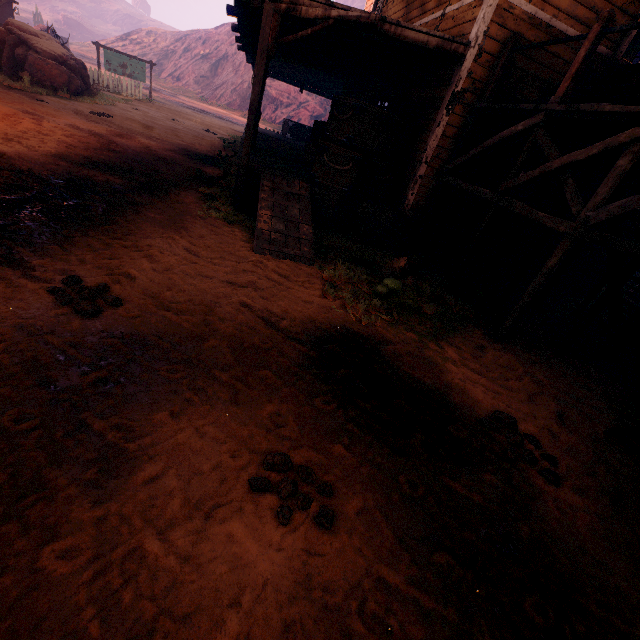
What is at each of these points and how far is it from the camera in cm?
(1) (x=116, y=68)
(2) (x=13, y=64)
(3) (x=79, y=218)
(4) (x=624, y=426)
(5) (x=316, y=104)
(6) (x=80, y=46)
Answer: (1) sign, 2062
(2) instancedfoliageactor, 1323
(3) z, 470
(4) carraige, 275
(5) z, 4291
(6) z, 5509

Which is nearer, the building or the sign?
the building

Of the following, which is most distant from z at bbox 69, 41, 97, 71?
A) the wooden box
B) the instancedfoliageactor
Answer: the wooden box

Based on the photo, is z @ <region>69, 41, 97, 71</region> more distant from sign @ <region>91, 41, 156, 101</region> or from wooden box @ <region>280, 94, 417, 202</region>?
wooden box @ <region>280, 94, 417, 202</region>

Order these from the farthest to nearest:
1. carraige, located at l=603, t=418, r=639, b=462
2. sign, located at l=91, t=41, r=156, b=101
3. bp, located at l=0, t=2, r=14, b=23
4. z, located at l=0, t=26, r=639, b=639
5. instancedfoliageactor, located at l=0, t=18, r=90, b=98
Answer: bp, located at l=0, t=2, r=14, b=23 < sign, located at l=91, t=41, r=156, b=101 < instancedfoliageactor, located at l=0, t=18, r=90, b=98 < carraige, located at l=603, t=418, r=639, b=462 < z, located at l=0, t=26, r=639, b=639

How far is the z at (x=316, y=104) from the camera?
42.4m

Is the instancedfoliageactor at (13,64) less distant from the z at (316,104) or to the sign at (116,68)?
the z at (316,104)

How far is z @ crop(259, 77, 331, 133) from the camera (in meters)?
42.44
